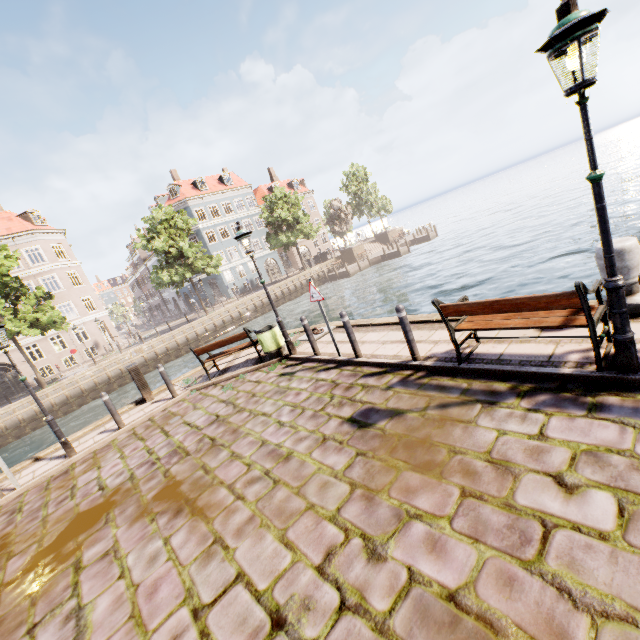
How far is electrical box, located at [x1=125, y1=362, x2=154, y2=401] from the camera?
10.0 meters

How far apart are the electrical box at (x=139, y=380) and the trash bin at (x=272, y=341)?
4.0 meters

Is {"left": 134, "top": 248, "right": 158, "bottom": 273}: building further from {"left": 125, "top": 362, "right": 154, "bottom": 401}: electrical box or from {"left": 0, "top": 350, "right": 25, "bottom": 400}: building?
{"left": 125, "top": 362, "right": 154, "bottom": 401}: electrical box

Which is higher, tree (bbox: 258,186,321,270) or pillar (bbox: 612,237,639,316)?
tree (bbox: 258,186,321,270)

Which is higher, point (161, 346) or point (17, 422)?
point (161, 346)

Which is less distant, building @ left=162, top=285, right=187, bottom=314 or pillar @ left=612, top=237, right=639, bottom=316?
pillar @ left=612, top=237, right=639, bottom=316

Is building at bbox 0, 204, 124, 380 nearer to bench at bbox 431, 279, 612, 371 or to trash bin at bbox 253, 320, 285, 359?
trash bin at bbox 253, 320, 285, 359

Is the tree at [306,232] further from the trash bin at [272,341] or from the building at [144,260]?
the trash bin at [272,341]
